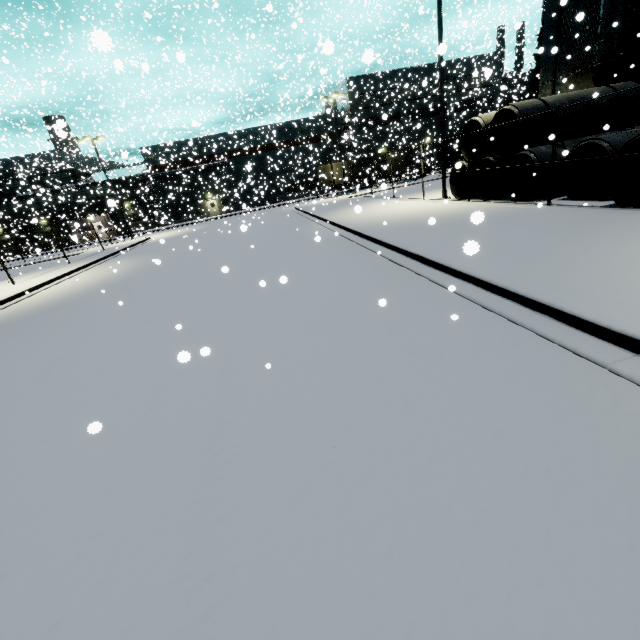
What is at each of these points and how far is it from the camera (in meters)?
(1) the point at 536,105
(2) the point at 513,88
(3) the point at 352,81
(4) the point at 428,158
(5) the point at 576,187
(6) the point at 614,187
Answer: (1) concrete pipe stack, 12.55
(2) silo, 54.28
(3) building, 14.16
(4) semi trailer, 48.03
(5) concrete pipe, 11.89
(6) concrete pipe stack, 9.58

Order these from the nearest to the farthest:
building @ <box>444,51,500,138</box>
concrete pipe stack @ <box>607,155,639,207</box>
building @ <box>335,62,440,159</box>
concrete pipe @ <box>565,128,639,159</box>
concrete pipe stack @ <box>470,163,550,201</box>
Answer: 1. concrete pipe stack @ <box>607,155,639,207</box>
2. concrete pipe @ <box>565,128,639,159</box>
3. concrete pipe stack @ <box>470,163,550,201</box>
4. building @ <box>444,51,500,138</box>
5. building @ <box>335,62,440,159</box>

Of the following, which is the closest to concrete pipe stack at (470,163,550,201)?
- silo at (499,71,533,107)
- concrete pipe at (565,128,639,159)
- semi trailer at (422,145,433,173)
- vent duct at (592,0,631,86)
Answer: concrete pipe at (565,128,639,159)

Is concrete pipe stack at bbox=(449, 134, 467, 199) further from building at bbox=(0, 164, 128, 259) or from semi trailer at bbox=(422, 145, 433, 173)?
semi trailer at bbox=(422, 145, 433, 173)

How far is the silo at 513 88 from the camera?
31.7 meters

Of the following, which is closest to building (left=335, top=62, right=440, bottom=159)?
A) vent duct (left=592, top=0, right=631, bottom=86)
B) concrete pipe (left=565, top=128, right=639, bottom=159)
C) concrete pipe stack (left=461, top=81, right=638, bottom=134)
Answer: vent duct (left=592, top=0, right=631, bottom=86)

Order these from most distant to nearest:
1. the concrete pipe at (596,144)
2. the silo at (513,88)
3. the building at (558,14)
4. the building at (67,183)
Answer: the building at (67,183)
the silo at (513,88)
the building at (558,14)
the concrete pipe at (596,144)

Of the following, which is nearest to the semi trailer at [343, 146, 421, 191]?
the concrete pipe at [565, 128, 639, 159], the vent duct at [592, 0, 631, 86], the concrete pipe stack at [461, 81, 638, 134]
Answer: the concrete pipe stack at [461, 81, 638, 134]
